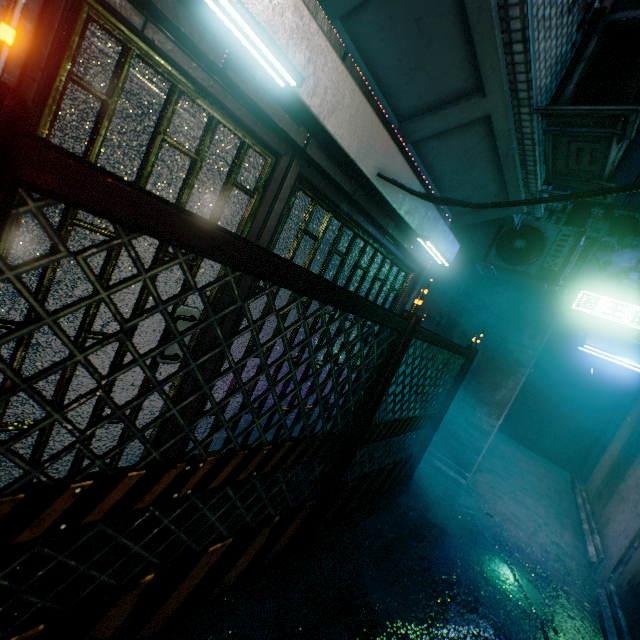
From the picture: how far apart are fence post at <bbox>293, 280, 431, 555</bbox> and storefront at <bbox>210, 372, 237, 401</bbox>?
0.8 meters

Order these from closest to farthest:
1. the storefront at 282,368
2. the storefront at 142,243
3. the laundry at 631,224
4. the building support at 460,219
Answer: the storefront at 142,243, the storefront at 282,368, the building support at 460,219, the laundry at 631,224

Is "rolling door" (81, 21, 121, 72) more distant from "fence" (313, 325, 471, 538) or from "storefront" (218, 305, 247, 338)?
"fence" (313, 325, 471, 538)

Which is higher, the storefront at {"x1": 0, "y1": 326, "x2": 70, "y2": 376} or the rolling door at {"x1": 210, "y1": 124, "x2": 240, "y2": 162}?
the rolling door at {"x1": 210, "y1": 124, "x2": 240, "y2": 162}

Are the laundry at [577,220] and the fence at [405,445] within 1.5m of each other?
no

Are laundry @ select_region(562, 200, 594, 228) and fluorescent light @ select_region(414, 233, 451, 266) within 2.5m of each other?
no

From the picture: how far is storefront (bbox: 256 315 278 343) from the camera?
2.3 meters

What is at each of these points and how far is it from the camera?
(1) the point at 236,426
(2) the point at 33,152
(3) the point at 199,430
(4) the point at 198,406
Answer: (1) storefront, 2.53m
(2) fence, 0.57m
(3) storefront, 2.77m
(4) storefront, 2.13m
